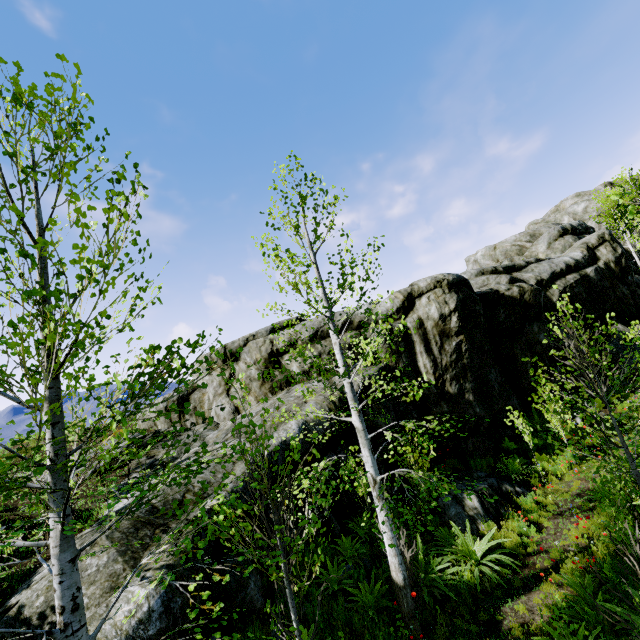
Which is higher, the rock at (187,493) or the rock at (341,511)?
the rock at (187,493)

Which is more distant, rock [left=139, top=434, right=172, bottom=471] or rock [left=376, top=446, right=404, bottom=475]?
rock [left=376, top=446, right=404, bottom=475]

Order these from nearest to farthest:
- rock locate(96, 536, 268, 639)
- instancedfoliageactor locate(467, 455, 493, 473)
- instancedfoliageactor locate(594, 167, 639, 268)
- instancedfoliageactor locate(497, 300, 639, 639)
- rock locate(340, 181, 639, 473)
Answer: rock locate(96, 536, 268, 639) < instancedfoliageactor locate(497, 300, 639, 639) < instancedfoliageactor locate(467, 455, 493, 473) < rock locate(340, 181, 639, 473) < instancedfoliageactor locate(594, 167, 639, 268)

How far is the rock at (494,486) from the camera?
9.0m

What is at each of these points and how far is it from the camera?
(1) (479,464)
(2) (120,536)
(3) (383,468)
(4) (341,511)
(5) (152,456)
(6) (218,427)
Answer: (1) instancedfoliageactor, 11.6 meters
(2) rock, 5.6 meters
(3) rock, 10.4 meters
(4) rock, 9.6 meters
(5) rock, 10.4 meters
(6) rock, 12.2 meters

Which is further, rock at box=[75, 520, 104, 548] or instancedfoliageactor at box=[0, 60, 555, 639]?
rock at box=[75, 520, 104, 548]

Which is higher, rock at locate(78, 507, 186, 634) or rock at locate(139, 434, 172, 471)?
rock at locate(139, 434, 172, 471)

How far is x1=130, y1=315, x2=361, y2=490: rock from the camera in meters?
9.4
